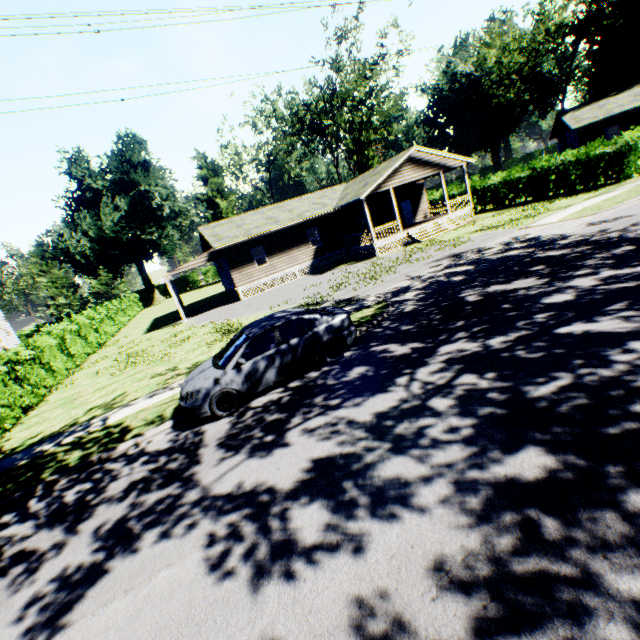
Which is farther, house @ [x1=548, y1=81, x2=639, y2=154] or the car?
house @ [x1=548, y1=81, x2=639, y2=154]

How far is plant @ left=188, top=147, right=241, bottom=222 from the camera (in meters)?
50.84

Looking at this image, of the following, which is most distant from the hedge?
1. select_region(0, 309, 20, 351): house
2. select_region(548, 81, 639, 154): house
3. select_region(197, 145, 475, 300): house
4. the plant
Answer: select_region(0, 309, 20, 351): house

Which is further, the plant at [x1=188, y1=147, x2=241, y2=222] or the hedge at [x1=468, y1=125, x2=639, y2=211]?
the plant at [x1=188, y1=147, x2=241, y2=222]

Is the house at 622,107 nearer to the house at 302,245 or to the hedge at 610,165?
the hedge at 610,165

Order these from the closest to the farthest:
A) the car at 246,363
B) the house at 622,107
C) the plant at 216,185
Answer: the car at 246,363, the house at 622,107, the plant at 216,185

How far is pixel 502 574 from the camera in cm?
299

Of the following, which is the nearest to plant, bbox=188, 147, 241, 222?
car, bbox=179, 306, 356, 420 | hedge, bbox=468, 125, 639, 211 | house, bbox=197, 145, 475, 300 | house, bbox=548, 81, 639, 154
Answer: house, bbox=197, 145, 475, 300
